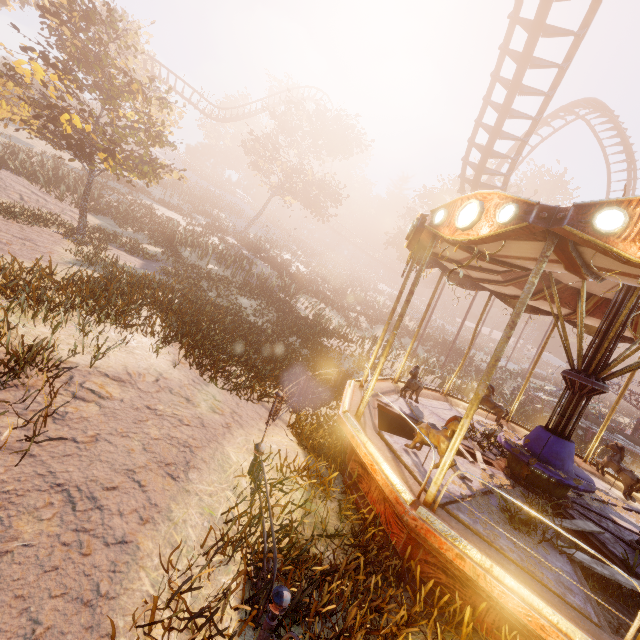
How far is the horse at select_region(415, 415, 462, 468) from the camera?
4.56m

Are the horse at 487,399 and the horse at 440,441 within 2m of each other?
no

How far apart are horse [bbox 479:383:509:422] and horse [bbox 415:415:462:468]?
4.47m

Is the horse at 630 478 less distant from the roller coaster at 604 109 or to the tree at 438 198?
the roller coaster at 604 109

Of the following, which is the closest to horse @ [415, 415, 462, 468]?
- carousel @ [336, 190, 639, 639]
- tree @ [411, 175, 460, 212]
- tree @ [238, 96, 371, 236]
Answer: carousel @ [336, 190, 639, 639]

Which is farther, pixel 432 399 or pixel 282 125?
pixel 282 125

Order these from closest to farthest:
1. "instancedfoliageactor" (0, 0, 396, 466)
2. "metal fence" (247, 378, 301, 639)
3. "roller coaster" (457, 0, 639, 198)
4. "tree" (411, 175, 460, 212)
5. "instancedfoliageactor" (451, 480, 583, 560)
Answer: "metal fence" (247, 378, 301, 639) < "instancedfoliageactor" (451, 480, 583, 560) < "instancedfoliageactor" (0, 0, 396, 466) < "roller coaster" (457, 0, 639, 198) < "tree" (411, 175, 460, 212)

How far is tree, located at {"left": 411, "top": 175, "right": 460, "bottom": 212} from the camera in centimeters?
3622cm
